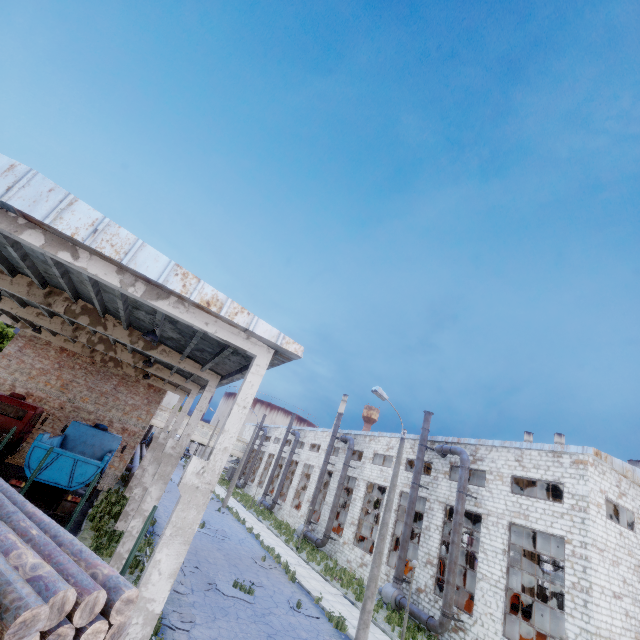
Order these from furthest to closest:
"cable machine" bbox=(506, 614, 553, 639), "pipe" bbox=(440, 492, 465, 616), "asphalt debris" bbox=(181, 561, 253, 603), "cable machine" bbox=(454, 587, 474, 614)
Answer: "cable machine" bbox=(454, 587, 474, 614)
"pipe" bbox=(440, 492, 465, 616)
"cable machine" bbox=(506, 614, 553, 639)
"asphalt debris" bbox=(181, 561, 253, 603)

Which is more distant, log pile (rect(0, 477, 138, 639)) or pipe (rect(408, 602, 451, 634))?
pipe (rect(408, 602, 451, 634))

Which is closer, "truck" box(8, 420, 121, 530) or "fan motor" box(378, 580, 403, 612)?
"truck" box(8, 420, 121, 530)

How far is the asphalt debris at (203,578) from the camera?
13.5 meters

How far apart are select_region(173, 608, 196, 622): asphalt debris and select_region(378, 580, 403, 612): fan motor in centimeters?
1468cm

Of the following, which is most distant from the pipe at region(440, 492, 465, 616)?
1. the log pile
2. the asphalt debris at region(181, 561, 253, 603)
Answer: the log pile

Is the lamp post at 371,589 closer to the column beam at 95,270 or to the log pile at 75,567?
the column beam at 95,270

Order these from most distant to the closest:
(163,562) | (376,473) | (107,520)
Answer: (376,473), (107,520), (163,562)
